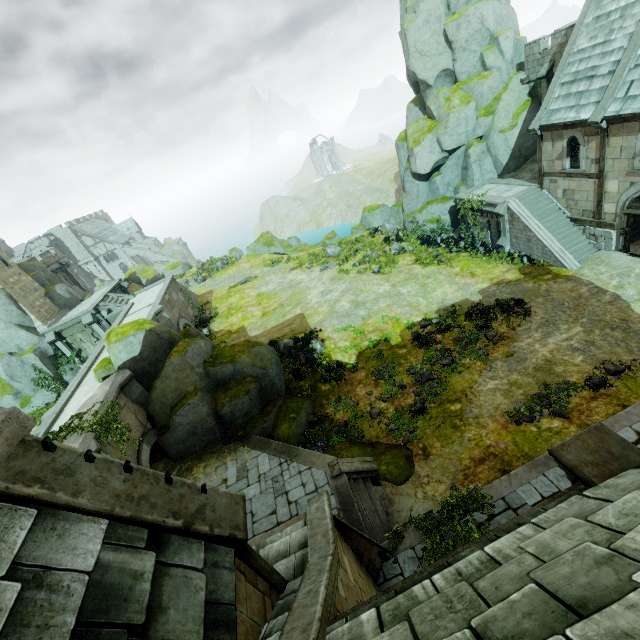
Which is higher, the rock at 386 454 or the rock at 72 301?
the rock at 72 301

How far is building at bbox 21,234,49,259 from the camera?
59.3 meters

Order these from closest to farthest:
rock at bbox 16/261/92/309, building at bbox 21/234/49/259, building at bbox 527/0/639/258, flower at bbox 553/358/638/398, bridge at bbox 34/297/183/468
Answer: flower at bbox 553/358/638/398, bridge at bbox 34/297/183/468, building at bbox 527/0/639/258, rock at bbox 16/261/92/309, building at bbox 21/234/49/259

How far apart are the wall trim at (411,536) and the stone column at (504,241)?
20.0m

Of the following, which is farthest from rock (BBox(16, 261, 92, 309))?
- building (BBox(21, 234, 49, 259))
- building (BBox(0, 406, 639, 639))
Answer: building (BBox(0, 406, 639, 639))

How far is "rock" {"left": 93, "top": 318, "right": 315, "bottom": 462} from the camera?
16.77m

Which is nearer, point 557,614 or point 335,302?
point 557,614

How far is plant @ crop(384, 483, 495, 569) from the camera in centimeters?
956cm
